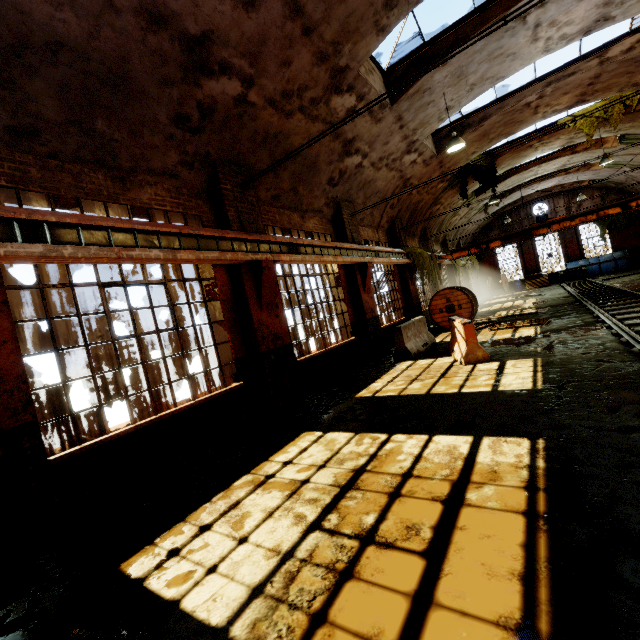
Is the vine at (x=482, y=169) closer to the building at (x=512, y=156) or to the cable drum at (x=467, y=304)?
the building at (x=512, y=156)

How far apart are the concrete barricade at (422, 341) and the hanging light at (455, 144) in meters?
5.2

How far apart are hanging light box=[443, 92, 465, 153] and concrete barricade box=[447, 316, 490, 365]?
4.87m

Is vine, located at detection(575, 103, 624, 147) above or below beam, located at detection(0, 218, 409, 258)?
above

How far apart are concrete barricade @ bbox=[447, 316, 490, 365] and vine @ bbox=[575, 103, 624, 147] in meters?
11.5

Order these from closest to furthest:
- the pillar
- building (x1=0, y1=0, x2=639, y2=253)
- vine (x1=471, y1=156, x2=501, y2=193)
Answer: building (x1=0, y1=0, x2=639, y2=253) < vine (x1=471, y1=156, x2=501, y2=193) < the pillar

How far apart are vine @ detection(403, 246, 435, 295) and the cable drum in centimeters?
38cm

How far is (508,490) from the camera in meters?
3.0 m
